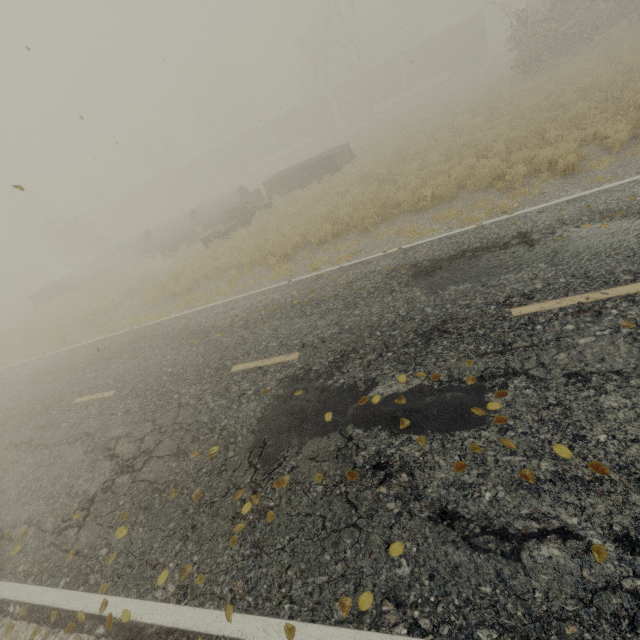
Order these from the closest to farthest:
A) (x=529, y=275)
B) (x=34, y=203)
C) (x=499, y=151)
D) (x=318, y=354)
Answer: (x=529, y=275) < (x=318, y=354) < (x=499, y=151) < (x=34, y=203)

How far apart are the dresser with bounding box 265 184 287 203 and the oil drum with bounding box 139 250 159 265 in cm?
768

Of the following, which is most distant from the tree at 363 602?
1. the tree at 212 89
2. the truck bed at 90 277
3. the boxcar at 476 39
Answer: the tree at 212 89

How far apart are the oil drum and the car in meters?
5.3 m

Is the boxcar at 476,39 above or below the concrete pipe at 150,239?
above

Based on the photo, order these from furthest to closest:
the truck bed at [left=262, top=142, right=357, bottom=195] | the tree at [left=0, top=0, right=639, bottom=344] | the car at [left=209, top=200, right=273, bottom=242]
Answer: the truck bed at [left=262, top=142, right=357, bottom=195] < the tree at [left=0, top=0, right=639, bottom=344] < the car at [left=209, top=200, right=273, bottom=242]

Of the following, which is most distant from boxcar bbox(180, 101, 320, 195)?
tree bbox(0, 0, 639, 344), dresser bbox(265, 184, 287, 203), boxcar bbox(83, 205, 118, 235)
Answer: dresser bbox(265, 184, 287, 203)

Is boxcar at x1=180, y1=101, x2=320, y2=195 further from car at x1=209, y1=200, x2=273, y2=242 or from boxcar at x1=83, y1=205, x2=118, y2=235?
car at x1=209, y1=200, x2=273, y2=242
